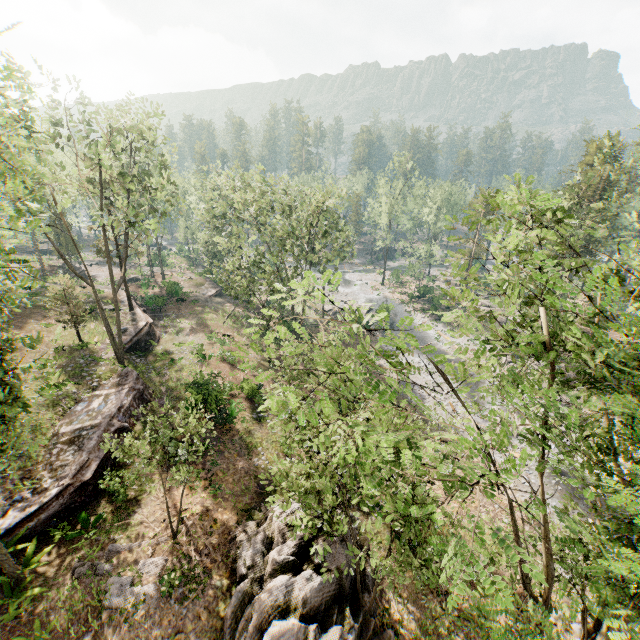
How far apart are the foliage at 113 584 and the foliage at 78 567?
0.1 meters

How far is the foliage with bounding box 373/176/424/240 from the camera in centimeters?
5409cm

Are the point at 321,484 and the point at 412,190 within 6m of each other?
no

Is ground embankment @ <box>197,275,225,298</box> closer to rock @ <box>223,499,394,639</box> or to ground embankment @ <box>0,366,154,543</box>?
ground embankment @ <box>0,366,154,543</box>

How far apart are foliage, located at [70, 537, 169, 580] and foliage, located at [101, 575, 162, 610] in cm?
14

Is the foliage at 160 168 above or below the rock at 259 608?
above

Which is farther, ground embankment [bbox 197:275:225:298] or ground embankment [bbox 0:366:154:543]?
ground embankment [bbox 197:275:225:298]

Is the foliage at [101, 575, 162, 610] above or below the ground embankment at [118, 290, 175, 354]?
below
